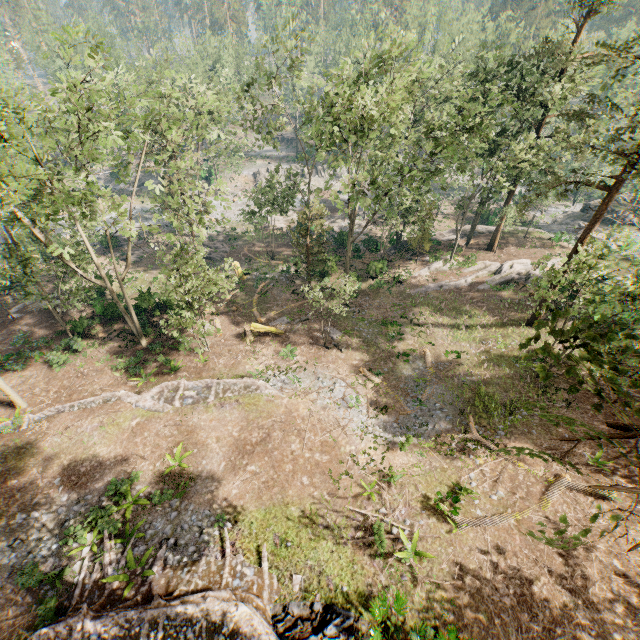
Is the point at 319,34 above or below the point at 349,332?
above

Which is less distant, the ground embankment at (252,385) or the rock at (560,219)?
the ground embankment at (252,385)

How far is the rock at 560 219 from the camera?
44.8m

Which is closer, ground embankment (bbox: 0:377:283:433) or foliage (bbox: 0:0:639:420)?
foliage (bbox: 0:0:639:420)

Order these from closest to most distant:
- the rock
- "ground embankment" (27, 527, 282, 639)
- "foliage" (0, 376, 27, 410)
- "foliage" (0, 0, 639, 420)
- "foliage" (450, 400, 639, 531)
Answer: "foliage" (450, 400, 639, 531)
"ground embankment" (27, 527, 282, 639)
"foliage" (0, 0, 639, 420)
"foliage" (0, 376, 27, 410)
the rock

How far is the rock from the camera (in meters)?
44.84

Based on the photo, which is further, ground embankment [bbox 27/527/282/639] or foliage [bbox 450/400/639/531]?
ground embankment [bbox 27/527/282/639]

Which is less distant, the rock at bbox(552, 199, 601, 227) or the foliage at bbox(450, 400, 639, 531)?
the foliage at bbox(450, 400, 639, 531)
